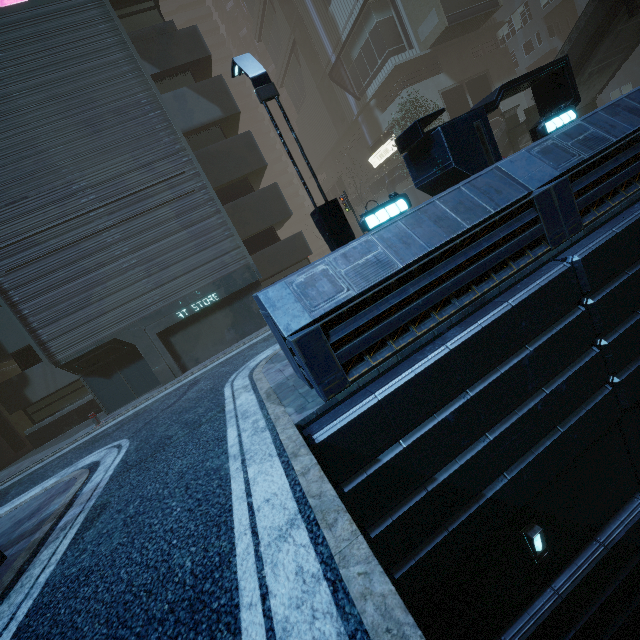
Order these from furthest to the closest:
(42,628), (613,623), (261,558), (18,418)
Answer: (18,418) < (613,623) < (42,628) < (261,558)

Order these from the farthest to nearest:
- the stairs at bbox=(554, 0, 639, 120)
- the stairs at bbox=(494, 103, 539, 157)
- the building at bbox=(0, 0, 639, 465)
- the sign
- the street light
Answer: the sign, the stairs at bbox=(494, 103, 539, 157), the stairs at bbox=(554, 0, 639, 120), the street light, the building at bbox=(0, 0, 639, 465)

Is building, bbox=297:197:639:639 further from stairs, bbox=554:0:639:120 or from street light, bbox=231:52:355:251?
stairs, bbox=554:0:639:120

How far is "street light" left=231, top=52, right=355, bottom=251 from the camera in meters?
7.1

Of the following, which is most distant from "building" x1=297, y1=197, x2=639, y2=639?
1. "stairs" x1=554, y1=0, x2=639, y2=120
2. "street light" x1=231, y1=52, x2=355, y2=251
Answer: "stairs" x1=554, y1=0, x2=639, y2=120

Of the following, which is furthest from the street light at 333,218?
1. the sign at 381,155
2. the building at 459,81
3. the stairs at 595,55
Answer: the sign at 381,155

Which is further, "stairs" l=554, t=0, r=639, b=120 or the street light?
"stairs" l=554, t=0, r=639, b=120

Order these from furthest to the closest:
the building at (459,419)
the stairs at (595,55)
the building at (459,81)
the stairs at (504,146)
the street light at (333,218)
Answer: the stairs at (504,146), the stairs at (595,55), the street light at (333,218), the building at (459,81), the building at (459,419)
